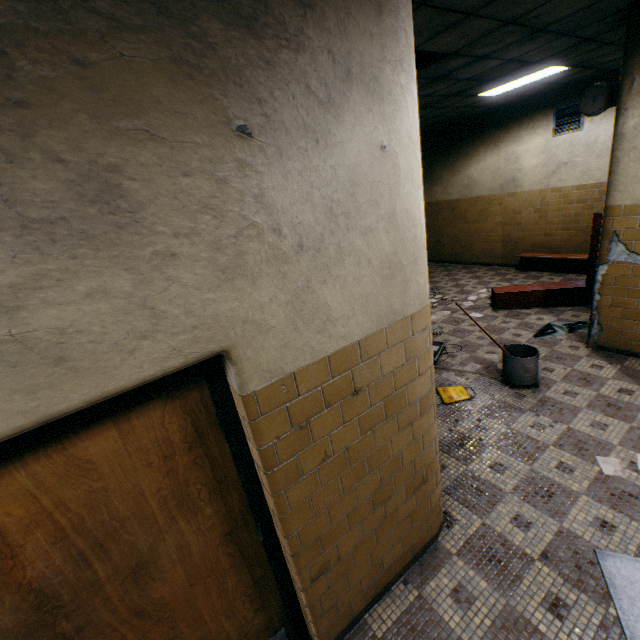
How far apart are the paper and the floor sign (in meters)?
1.36

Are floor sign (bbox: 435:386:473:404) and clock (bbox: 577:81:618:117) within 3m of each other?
no

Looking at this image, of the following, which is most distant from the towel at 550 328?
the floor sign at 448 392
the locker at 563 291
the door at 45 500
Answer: the door at 45 500

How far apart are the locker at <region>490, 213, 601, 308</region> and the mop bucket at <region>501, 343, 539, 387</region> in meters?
2.3 m

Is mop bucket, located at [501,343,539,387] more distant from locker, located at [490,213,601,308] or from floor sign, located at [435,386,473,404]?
locker, located at [490,213,601,308]

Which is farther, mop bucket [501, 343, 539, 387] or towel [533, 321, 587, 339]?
towel [533, 321, 587, 339]

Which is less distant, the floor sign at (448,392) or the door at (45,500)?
the door at (45,500)

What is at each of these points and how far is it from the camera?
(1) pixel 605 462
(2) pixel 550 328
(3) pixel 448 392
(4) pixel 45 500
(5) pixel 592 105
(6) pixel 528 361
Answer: (1) paper, 3.0 meters
(2) towel, 5.4 meters
(3) floor sign, 4.3 meters
(4) door, 1.2 meters
(5) clock, 4.0 meters
(6) mop bucket, 3.9 meters
